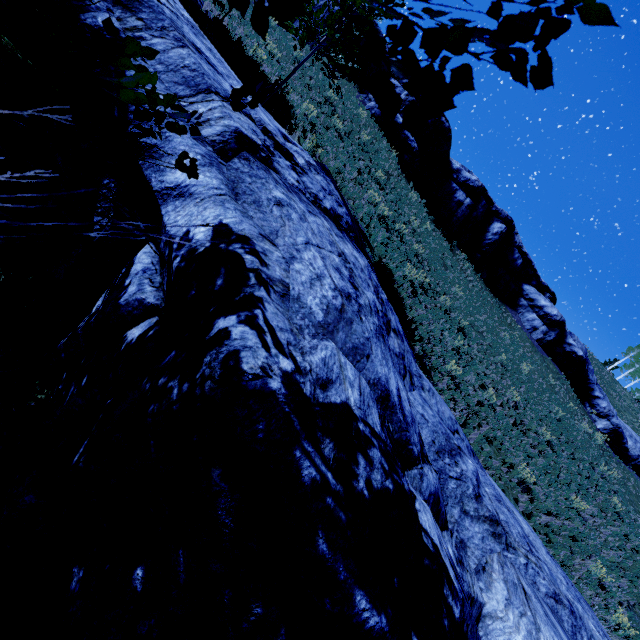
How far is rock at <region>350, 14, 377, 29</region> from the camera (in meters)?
26.02

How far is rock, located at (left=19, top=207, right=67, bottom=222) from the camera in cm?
431

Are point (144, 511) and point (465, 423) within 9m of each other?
no

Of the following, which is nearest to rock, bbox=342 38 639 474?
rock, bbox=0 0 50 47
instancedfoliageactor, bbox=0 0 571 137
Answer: instancedfoliageactor, bbox=0 0 571 137

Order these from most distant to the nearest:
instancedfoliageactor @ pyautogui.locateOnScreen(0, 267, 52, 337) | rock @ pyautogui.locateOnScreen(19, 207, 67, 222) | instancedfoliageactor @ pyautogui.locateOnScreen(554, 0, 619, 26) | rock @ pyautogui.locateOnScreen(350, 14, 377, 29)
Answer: rock @ pyautogui.locateOnScreen(350, 14, 377, 29), rock @ pyautogui.locateOnScreen(19, 207, 67, 222), instancedfoliageactor @ pyautogui.locateOnScreen(0, 267, 52, 337), instancedfoliageactor @ pyautogui.locateOnScreen(554, 0, 619, 26)

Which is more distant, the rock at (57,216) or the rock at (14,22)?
the rock at (57,216)

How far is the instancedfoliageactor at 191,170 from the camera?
1.10m
